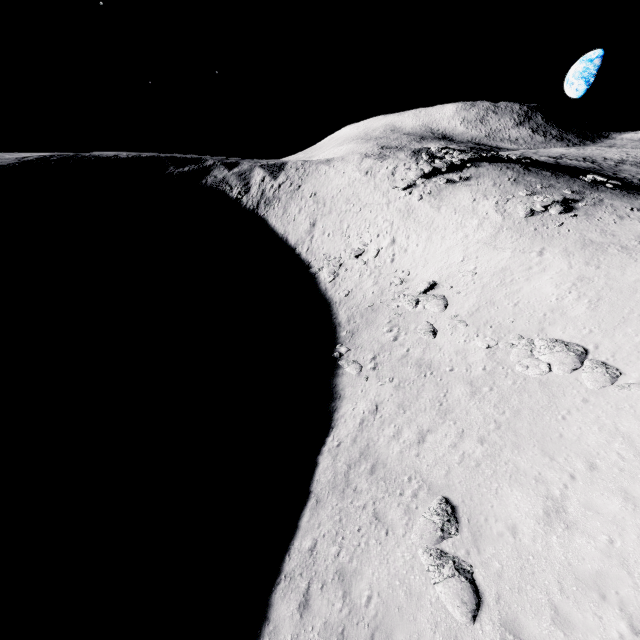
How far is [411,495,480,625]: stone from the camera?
7.74m

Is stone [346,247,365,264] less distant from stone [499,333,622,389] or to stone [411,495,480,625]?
stone [499,333,622,389]

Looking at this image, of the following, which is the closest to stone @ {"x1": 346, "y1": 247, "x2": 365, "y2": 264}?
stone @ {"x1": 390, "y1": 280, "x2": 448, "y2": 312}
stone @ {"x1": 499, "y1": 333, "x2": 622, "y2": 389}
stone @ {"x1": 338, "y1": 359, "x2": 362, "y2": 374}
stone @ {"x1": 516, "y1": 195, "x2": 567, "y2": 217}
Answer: stone @ {"x1": 390, "y1": 280, "x2": 448, "y2": 312}

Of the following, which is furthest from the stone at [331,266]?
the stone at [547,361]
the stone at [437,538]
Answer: the stone at [437,538]

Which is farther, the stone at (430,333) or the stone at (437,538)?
the stone at (430,333)

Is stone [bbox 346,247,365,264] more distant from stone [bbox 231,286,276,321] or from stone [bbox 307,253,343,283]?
stone [bbox 231,286,276,321]

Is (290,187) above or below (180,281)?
above

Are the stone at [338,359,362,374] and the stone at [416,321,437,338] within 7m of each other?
yes
